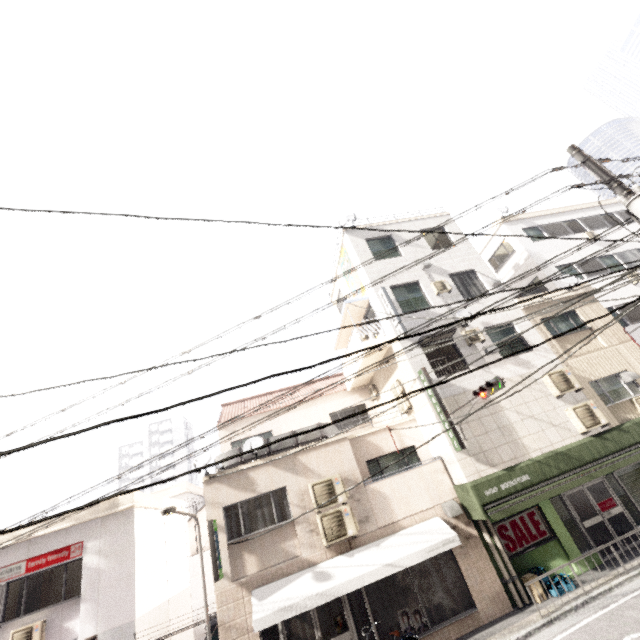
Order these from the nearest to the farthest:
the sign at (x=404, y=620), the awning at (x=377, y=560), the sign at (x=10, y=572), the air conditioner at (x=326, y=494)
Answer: the awning at (x=377, y=560) → the sign at (x=404, y=620) → the sign at (x=10, y=572) → the air conditioner at (x=326, y=494)

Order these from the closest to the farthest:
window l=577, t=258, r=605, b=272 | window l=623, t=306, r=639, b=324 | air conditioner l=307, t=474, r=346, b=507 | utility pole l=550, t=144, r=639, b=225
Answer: utility pole l=550, t=144, r=639, b=225 < air conditioner l=307, t=474, r=346, b=507 < window l=623, t=306, r=639, b=324 < window l=577, t=258, r=605, b=272

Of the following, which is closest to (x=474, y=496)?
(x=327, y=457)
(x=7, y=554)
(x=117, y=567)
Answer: (x=327, y=457)

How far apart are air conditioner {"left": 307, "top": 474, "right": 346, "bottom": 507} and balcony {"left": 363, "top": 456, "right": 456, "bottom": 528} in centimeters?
63cm

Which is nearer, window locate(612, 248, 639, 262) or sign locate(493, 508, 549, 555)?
sign locate(493, 508, 549, 555)

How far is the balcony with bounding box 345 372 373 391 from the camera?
16.0m

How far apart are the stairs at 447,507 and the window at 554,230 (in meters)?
15.86

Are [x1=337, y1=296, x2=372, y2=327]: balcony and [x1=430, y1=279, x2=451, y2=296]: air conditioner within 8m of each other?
yes
